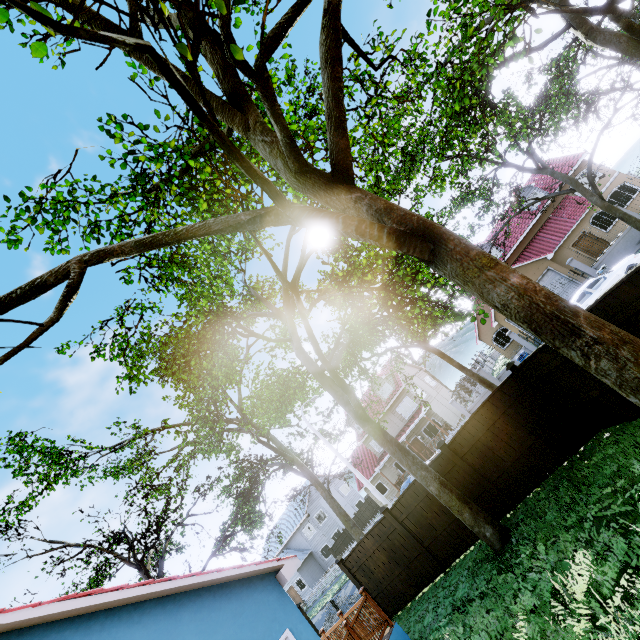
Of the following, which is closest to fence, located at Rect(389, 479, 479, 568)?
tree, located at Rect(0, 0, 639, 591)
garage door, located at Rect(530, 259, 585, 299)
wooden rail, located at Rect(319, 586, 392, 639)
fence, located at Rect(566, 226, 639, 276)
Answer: tree, located at Rect(0, 0, 639, 591)

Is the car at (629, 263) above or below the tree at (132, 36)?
below

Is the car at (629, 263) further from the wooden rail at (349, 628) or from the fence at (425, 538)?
the wooden rail at (349, 628)

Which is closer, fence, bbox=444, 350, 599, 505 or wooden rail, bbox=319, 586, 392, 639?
wooden rail, bbox=319, 586, 392, 639

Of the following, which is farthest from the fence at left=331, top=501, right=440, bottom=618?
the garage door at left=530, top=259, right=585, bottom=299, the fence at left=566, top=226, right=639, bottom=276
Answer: the fence at left=566, top=226, right=639, bottom=276

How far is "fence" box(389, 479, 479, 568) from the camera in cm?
1016

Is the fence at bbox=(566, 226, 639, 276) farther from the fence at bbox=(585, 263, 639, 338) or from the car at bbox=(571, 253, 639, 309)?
the fence at bbox=(585, 263, 639, 338)

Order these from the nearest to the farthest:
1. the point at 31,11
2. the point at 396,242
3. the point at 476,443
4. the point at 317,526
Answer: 1. the point at 31,11
2. the point at 396,242
3. the point at 476,443
4. the point at 317,526
